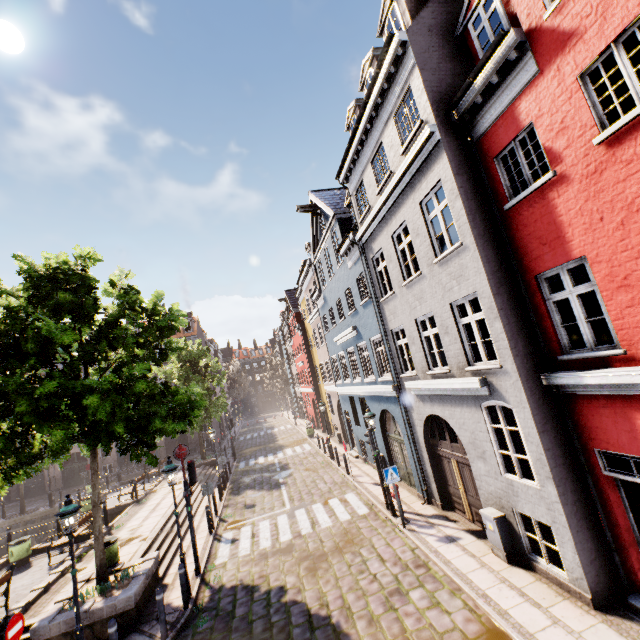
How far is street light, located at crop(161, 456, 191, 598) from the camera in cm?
945

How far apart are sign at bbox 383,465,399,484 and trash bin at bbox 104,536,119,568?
9.55m

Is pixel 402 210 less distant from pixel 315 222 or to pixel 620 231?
pixel 620 231

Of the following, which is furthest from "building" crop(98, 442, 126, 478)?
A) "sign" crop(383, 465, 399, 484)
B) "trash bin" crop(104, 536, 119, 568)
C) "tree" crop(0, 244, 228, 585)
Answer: "trash bin" crop(104, 536, 119, 568)

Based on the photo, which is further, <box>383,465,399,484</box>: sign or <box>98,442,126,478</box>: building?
<box>98,442,126,478</box>: building

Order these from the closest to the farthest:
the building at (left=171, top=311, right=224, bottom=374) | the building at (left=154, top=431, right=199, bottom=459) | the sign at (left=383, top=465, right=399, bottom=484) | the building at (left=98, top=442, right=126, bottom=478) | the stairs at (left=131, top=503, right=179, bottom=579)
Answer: the sign at (left=383, top=465, right=399, bottom=484) < the stairs at (left=131, top=503, right=179, bottom=579) < the building at (left=98, top=442, right=126, bottom=478) < the building at (left=154, top=431, right=199, bottom=459) < the building at (left=171, top=311, right=224, bottom=374)

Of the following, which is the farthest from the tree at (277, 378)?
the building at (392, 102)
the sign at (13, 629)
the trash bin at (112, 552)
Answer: the sign at (13, 629)

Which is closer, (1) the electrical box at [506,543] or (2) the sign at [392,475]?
(1) the electrical box at [506,543]
